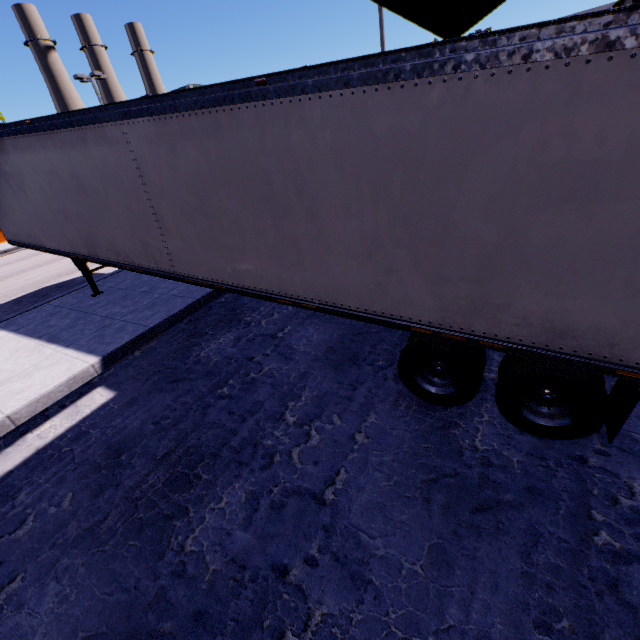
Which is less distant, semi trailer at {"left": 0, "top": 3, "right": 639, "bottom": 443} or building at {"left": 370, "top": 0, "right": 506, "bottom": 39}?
semi trailer at {"left": 0, "top": 3, "right": 639, "bottom": 443}

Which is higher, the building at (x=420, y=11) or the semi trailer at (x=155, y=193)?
the building at (x=420, y=11)

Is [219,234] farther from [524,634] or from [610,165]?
[524,634]

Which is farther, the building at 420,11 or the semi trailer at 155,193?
the building at 420,11

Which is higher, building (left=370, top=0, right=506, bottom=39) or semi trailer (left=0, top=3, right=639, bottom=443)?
building (left=370, top=0, right=506, bottom=39)
